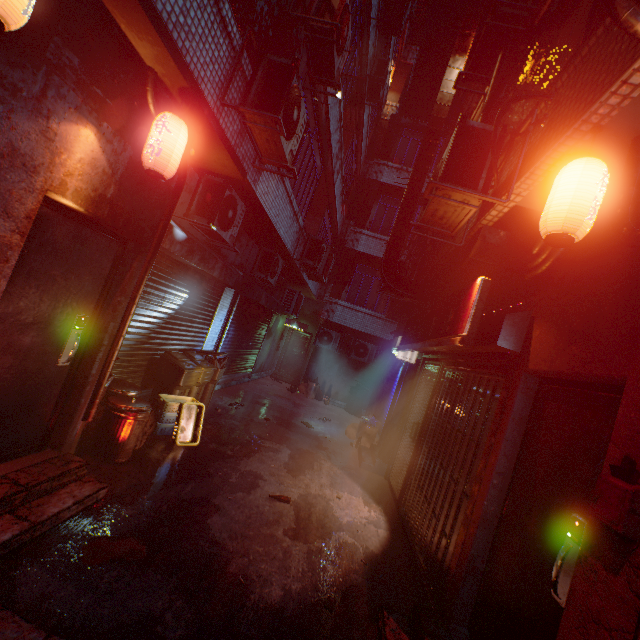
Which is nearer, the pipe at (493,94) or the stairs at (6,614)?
the stairs at (6,614)

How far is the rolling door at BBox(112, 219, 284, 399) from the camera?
4.5 meters

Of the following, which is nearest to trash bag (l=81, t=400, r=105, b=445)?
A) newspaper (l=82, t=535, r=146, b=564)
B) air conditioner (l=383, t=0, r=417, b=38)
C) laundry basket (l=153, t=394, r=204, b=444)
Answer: laundry basket (l=153, t=394, r=204, b=444)

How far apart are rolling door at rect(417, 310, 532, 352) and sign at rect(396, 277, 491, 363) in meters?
0.1

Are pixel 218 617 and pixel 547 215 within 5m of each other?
yes

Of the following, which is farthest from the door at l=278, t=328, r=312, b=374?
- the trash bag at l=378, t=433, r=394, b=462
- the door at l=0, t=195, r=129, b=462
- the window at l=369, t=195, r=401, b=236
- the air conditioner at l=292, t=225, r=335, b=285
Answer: the door at l=0, t=195, r=129, b=462

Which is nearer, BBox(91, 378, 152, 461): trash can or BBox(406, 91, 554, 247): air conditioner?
BBox(406, 91, 554, 247): air conditioner

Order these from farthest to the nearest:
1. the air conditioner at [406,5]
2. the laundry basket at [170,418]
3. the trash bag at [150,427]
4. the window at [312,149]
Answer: the air conditioner at [406,5] → the window at [312,149] → the laundry basket at [170,418] → the trash bag at [150,427]
